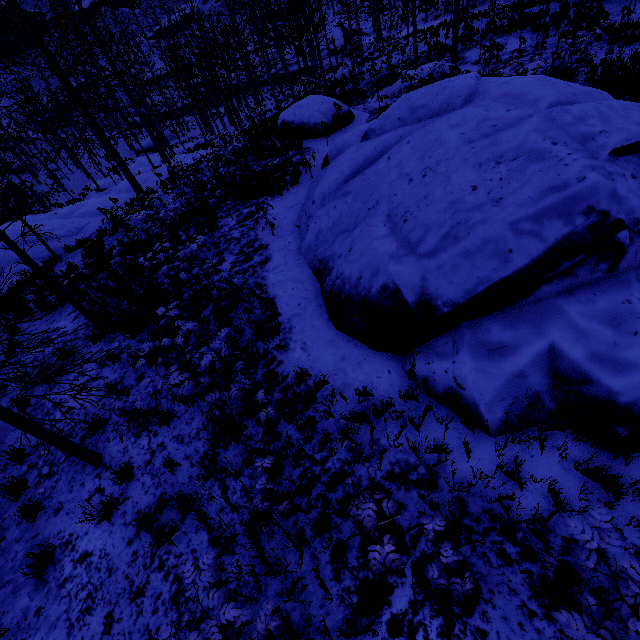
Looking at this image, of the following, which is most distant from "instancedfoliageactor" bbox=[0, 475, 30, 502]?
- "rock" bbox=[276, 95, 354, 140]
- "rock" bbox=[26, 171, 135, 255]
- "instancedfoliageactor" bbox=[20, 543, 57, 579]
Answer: "rock" bbox=[276, 95, 354, 140]

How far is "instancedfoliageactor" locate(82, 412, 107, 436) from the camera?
5.6m

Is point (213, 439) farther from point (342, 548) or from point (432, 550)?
point (432, 550)

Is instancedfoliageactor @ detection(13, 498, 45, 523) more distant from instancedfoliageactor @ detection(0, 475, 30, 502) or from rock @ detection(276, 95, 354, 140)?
rock @ detection(276, 95, 354, 140)

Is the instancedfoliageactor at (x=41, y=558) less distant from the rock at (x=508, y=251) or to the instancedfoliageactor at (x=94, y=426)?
the instancedfoliageactor at (x=94, y=426)

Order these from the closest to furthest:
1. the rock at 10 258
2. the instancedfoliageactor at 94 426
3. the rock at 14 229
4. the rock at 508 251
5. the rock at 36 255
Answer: the rock at 508 251
the instancedfoliageactor at 94 426
the rock at 10 258
the rock at 36 255
the rock at 14 229

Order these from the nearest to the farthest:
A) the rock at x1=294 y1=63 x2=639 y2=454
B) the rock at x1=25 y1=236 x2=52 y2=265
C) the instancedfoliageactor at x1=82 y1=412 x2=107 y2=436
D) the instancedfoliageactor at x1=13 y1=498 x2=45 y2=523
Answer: the rock at x1=294 y1=63 x2=639 y2=454 < the instancedfoliageactor at x1=13 y1=498 x2=45 y2=523 < the instancedfoliageactor at x1=82 y1=412 x2=107 y2=436 < the rock at x1=25 y1=236 x2=52 y2=265

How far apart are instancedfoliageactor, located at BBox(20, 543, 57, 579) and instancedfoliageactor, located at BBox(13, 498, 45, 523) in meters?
0.7 m
